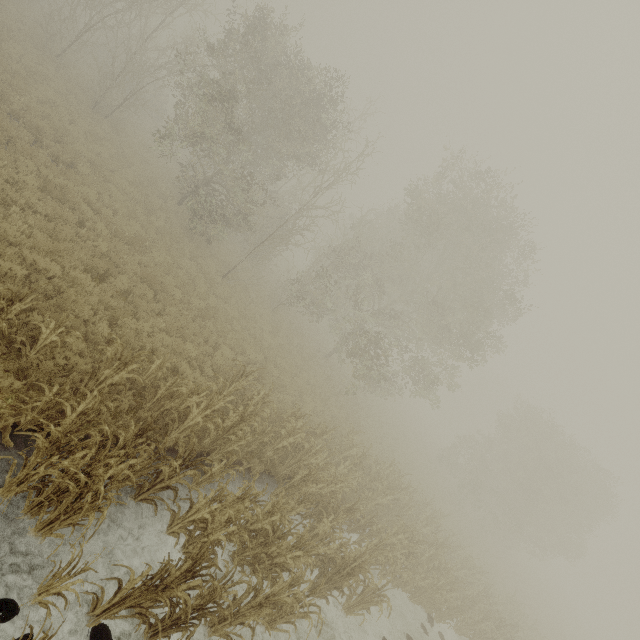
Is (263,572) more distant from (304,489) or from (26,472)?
(26,472)
